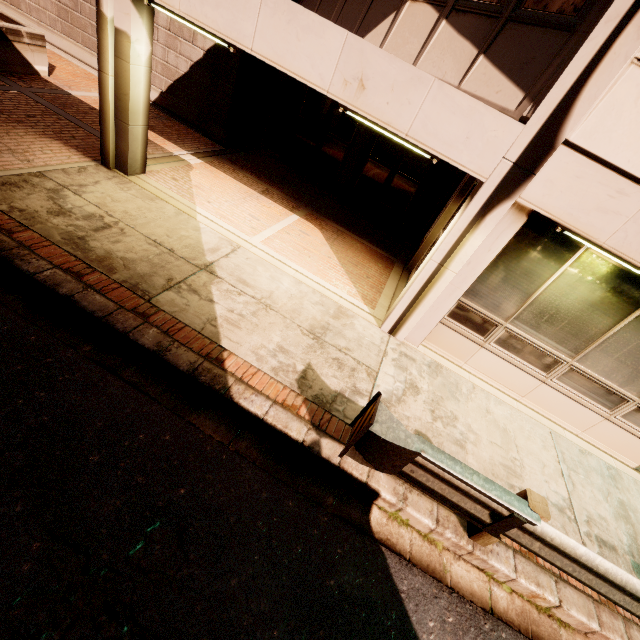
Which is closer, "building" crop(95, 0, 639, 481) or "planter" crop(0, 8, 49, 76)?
"building" crop(95, 0, 639, 481)

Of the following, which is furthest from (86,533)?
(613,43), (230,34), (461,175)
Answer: (461,175)

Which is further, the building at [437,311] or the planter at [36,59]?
the planter at [36,59]
